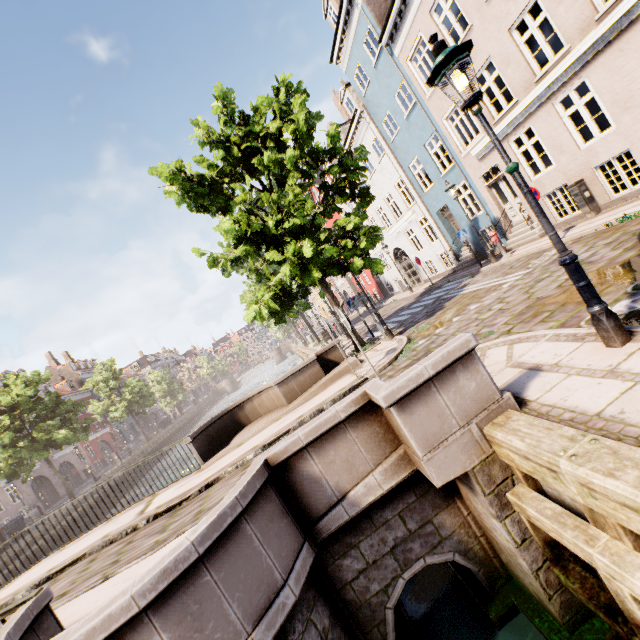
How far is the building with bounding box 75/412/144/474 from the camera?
41.0 meters

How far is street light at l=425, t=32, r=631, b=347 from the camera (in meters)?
3.32

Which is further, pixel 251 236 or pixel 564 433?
pixel 251 236

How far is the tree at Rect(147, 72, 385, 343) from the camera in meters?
9.9

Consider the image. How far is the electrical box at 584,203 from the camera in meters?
10.5 m

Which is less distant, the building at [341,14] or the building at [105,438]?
the building at [341,14]

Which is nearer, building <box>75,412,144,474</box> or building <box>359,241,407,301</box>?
building <box>359,241,407,301</box>

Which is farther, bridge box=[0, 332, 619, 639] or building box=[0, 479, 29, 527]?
building box=[0, 479, 29, 527]
